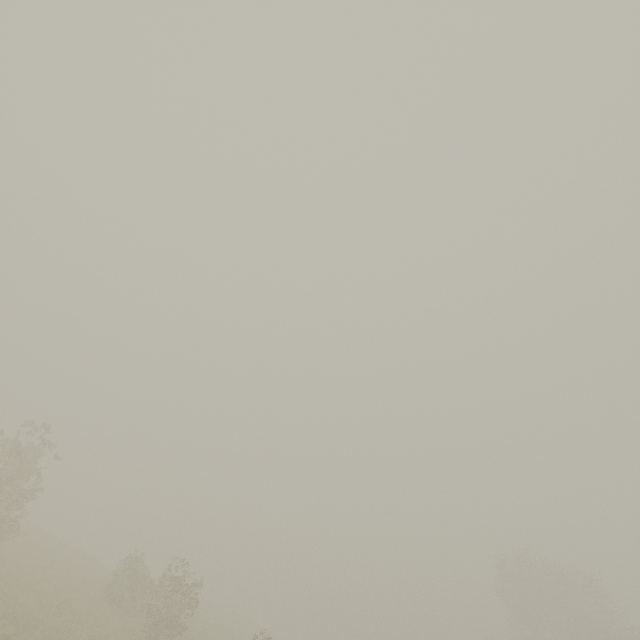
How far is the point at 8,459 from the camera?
18.4m
